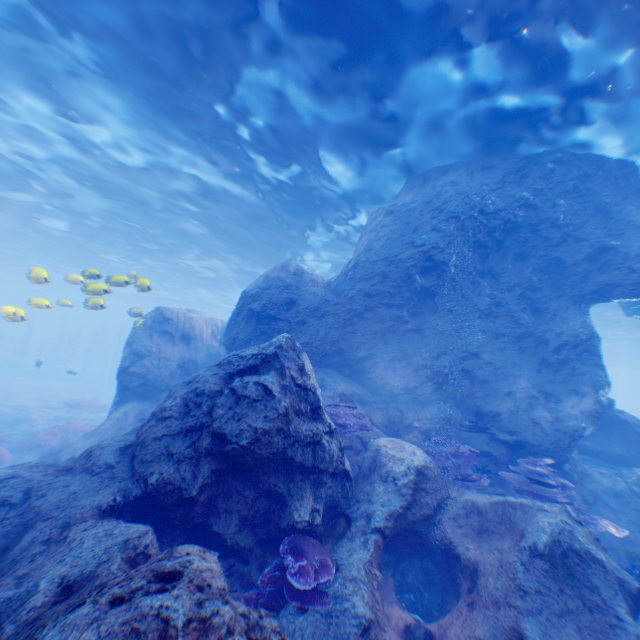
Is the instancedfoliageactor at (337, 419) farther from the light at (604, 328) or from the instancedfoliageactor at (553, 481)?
the light at (604, 328)

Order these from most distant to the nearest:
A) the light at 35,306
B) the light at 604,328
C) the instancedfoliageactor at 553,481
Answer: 1. the light at 604,328
2. the light at 35,306
3. the instancedfoliageactor at 553,481

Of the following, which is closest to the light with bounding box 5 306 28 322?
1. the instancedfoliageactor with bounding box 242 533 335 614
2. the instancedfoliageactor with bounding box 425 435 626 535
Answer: the instancedfoliageactor with bounding box 242 533 335 614

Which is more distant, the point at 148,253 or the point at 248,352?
the point at 148,253

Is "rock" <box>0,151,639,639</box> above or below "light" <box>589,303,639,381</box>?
below

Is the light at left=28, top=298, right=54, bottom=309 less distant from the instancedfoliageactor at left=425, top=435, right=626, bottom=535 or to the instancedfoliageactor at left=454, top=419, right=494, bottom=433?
the instancedfoliageactor at left=454, top=419, right=494, bottom=433

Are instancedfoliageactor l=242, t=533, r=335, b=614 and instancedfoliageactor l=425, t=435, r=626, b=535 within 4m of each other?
no

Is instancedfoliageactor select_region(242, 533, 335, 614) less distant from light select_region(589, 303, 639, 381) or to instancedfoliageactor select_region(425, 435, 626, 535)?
instancedfoliageactor select_region(425, 435, 626, 535)
